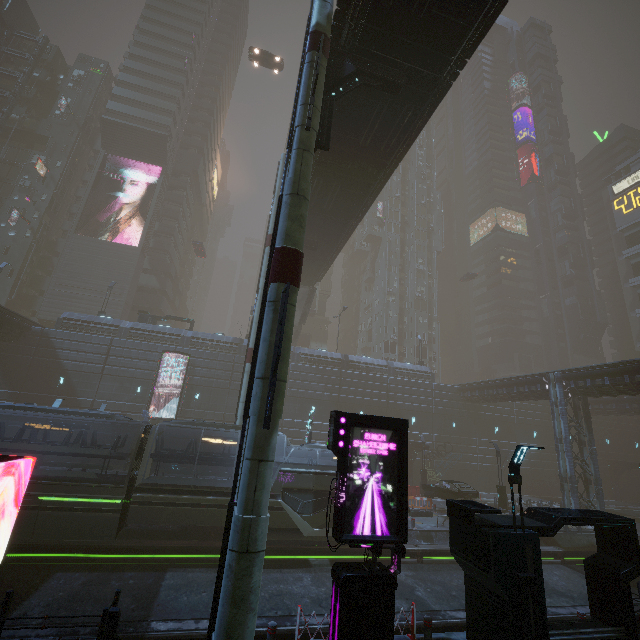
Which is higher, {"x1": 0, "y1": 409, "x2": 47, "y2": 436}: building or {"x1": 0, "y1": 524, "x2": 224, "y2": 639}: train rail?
{"x1": 0, "y1": 409, "x2": 47, "y2": 436}: building

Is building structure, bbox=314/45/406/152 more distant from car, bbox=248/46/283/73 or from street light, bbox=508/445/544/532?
car, bbox=248/46/283/73

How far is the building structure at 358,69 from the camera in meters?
11.8

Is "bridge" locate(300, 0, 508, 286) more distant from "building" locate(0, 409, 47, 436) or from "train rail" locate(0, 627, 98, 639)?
"train rail" locate(0, 627, 98, 639)

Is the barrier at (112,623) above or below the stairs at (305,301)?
below

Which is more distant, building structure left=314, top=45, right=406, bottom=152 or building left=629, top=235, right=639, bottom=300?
building left=629, top=235, right=639, bottom=300

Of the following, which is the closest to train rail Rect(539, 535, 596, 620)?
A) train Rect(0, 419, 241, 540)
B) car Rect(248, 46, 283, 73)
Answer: train Rect(0, 419, 241, 540)

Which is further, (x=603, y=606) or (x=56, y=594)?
(x=56, y=594)
